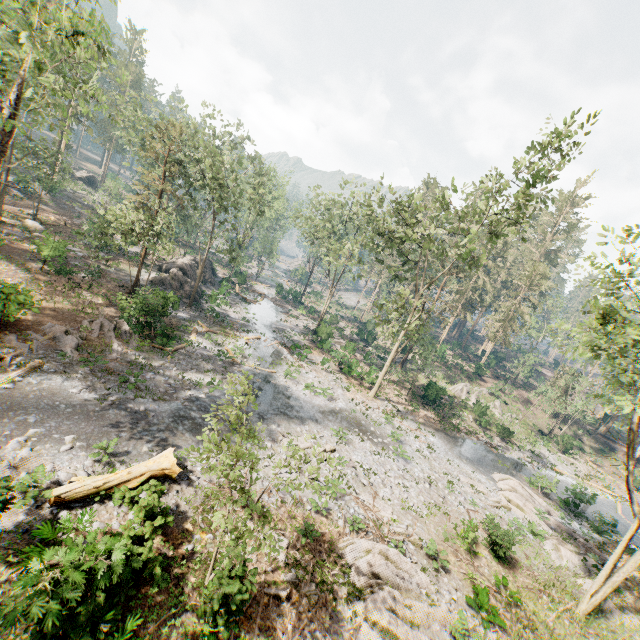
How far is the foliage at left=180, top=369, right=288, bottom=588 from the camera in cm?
730

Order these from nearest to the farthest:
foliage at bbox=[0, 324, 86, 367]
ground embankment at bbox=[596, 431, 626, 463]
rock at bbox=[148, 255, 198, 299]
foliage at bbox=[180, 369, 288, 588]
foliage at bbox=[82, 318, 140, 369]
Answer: foliage at bbox=[180, 369, 288, 588]
foliage at bbox=[0, 324, 86, 367]
foliage at bbox=[82, 318, 140, 369]
rock at bbox=[148, 255, 198, 299]
ground embankment at bbox=[596, 431, 626, 463]

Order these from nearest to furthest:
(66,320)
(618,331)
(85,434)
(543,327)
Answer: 1. (618,331)
2. (85,434)
3. (66,320)
4. (543,327)

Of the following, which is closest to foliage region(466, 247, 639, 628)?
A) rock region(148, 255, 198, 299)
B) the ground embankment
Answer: the ground embankment

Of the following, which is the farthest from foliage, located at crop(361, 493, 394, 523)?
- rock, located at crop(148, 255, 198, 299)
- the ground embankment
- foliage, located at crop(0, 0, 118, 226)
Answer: the ground embankment

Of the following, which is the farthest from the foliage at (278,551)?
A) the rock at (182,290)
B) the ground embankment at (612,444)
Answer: the rock at (182,290)

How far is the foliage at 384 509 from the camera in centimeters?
1668cm
